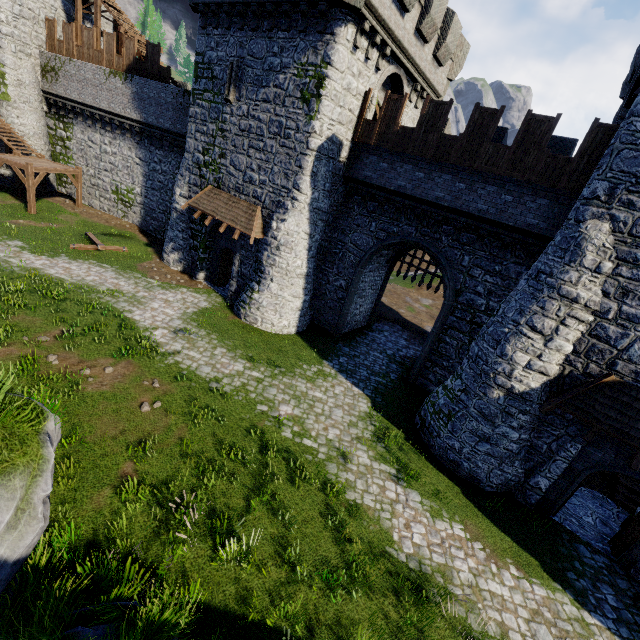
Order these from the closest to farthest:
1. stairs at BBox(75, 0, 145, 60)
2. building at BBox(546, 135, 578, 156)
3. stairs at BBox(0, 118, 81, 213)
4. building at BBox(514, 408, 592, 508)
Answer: building at BBox(514, 408, 592, 508), building at BBox(546, 135, 578, 156), stairs at BBox(0, 118, 81, 213), stairs at BBox(75, 0, 145, 60)

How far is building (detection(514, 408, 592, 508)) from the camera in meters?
10.1

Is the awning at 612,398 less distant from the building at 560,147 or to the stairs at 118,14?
the building at 560,147

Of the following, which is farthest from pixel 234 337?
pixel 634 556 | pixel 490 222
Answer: pixel 634 556

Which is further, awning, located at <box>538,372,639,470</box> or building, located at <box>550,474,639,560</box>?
building, located at <box>550,474,639,560</box>

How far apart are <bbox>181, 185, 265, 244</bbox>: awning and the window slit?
4.08m

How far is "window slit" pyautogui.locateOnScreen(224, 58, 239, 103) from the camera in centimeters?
1570cm

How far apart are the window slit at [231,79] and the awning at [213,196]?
4.1m
